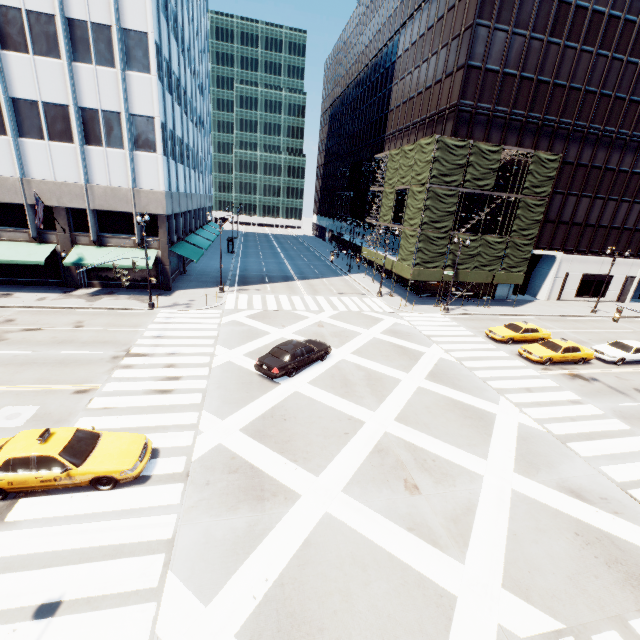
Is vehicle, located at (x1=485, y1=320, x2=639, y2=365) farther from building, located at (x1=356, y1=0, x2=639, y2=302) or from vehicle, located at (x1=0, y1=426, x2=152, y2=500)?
vehicle, located at (x1=0, y1=426, x2=152, y2=500)

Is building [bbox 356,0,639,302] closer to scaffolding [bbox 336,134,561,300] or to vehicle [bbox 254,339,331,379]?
scaffolding [bbox 336,134,561,300]

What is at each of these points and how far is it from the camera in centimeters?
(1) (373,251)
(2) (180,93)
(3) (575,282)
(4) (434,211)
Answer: (1) scaffolding, 4166cm
(2) building, 3388cm
(3) building, 4153cm
(4) scaffolding, 3036cm

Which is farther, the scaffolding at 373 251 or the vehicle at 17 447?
the scaffolding at 373 251

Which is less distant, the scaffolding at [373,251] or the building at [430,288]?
the building at [430,288]

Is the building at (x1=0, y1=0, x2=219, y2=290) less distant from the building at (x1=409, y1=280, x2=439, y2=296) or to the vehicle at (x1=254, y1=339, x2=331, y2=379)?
the vehicle at (x1=254, y1=339, x2=331, y2=379)

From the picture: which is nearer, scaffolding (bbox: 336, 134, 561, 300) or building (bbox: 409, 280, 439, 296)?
scaffolding (bbox: 336, 134, 561, 300)

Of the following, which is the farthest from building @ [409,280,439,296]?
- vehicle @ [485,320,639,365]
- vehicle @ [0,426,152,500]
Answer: vehicle @ [0,426,152,500]
